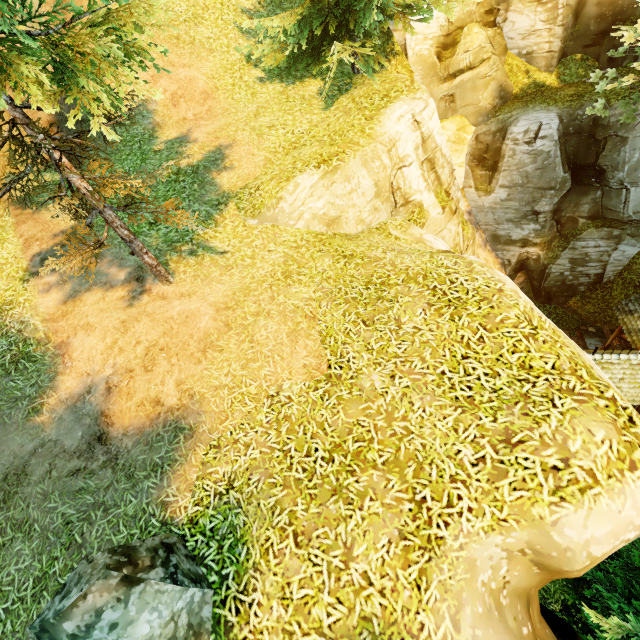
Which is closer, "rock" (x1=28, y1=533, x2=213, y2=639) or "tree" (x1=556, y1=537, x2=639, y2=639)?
"rock" (x1=28, y1=533, x2=213, y2=639)

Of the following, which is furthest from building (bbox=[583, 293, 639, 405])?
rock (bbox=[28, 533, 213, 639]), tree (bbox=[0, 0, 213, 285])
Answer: rock (bbox=[28, 533, 213, 639])

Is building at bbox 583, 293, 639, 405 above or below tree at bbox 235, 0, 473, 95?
below

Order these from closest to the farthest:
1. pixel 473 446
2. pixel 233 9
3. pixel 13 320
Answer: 1. pixel 473 446
2. pixel 13 320
3. pixel 233 9

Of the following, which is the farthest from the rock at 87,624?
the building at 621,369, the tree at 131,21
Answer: the building at 621,369

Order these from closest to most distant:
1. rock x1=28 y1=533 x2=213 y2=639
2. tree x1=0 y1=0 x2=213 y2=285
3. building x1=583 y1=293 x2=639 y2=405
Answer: rock x1=28 y1=533 x2=213 y2=639, tree x1=0 y1=0 x2=213 y2=285, building x1=583 y1=293 x2=639 y2=405

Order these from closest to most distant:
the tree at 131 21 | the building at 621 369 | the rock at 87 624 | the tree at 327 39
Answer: the rock at 87 624 → the tree at 131 21 → the tree at 327 39 → the building at 621 369
